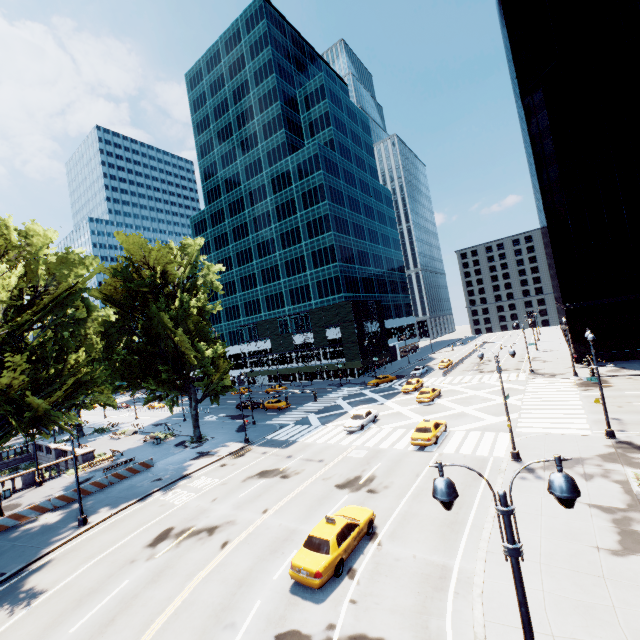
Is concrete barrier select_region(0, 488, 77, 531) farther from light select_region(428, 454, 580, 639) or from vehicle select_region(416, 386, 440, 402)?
light select_region(428, 454, 580, 639)

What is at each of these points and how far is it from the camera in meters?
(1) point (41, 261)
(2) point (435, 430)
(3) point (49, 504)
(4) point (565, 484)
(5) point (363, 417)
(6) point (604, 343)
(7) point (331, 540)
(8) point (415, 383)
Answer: (1) tree, 26.1
(2) vehicle, 26.2
(3) concrete barrier, 25.4
(4) light, 5.2
(5) vehicle, 33.2
(6) building, 43.7
(7) vehicle, 14.0
(8) vehicle, 46.3

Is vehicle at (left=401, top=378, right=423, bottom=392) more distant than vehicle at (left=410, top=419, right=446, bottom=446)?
Yes

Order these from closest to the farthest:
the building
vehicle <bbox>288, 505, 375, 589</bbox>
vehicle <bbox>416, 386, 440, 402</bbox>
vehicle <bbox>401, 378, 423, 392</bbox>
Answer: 1. vehicle <bbox>288, 505, 375, 589</bbox>
2. vehicle <bbox>416, 386, 440, 402</bbox>
3. the building
4. vehicle <bbox>401, 378, 423, 392</bbox>

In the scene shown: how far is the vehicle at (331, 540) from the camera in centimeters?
1306cm

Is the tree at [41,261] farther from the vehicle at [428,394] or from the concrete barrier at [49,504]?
the vehicle at [428,394]

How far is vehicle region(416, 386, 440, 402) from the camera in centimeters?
3798cm

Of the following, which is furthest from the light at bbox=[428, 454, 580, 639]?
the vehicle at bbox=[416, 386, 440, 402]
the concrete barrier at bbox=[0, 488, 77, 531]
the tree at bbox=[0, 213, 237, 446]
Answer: the vehicle at bbox=[416, 386, 440, 402]
